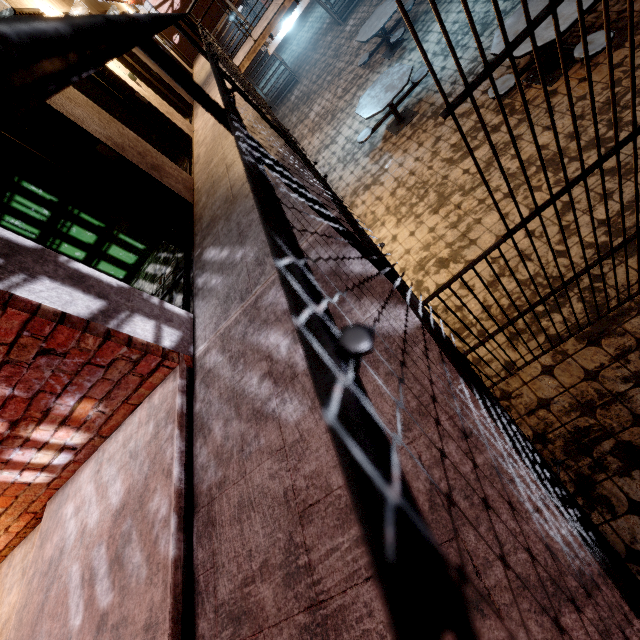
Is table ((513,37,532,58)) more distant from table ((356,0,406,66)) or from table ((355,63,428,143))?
table ((356,0,406,66))

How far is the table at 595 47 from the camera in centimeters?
400cm

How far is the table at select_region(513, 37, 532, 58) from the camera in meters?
4.3

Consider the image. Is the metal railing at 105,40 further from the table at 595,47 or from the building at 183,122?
the table at 595,47

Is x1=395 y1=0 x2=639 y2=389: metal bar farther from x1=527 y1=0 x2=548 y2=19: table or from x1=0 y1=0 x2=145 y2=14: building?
x1=527 y1=0 x2=548 y2=19: table

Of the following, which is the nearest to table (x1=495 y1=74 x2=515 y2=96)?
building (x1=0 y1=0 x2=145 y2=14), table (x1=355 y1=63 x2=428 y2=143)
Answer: table (x1=355 y1=63 x2=428 y2=143)

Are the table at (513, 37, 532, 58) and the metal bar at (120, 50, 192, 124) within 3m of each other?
no

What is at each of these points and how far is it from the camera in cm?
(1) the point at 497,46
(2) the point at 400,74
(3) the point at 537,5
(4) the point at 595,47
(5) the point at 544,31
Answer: (1) table, 474
(2) table, 629
(3) table, 453
(4) table, 405
(5) table, 425
